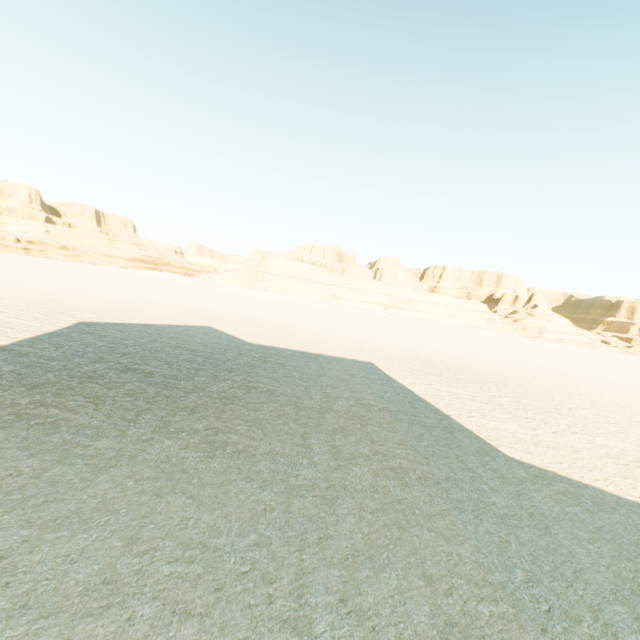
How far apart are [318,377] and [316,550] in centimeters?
837cm
